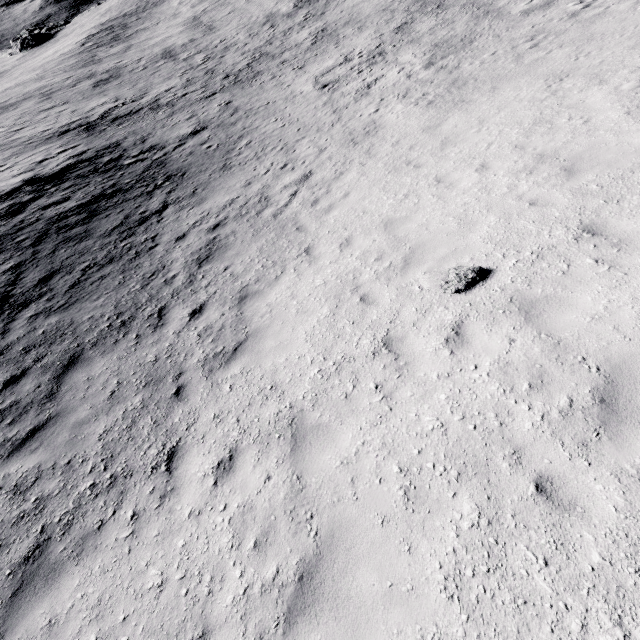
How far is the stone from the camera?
5.88m

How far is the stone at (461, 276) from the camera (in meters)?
5.88

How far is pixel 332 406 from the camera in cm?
511
